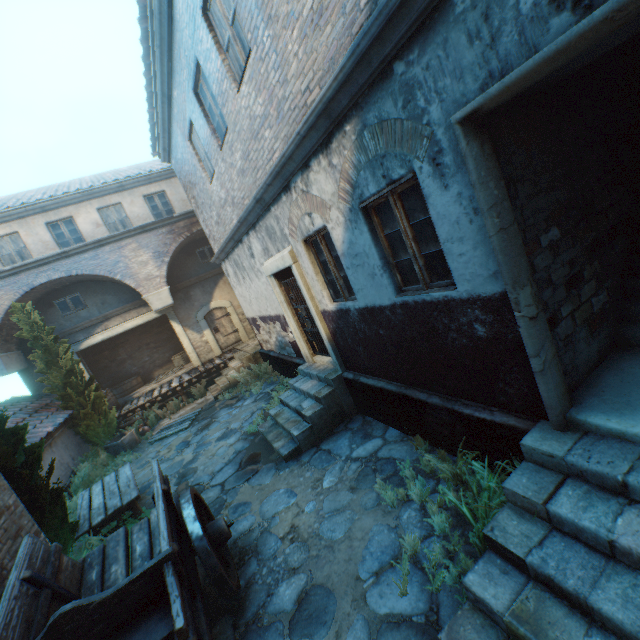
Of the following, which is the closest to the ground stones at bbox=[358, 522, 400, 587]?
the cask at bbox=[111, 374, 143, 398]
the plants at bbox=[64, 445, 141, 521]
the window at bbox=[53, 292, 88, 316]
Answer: the plants at bbox=[64, 445, 141, 521]

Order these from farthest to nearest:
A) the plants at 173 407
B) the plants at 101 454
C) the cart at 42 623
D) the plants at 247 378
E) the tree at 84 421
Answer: the plants at 173 407, the tree at 84 421, the plants at 247 378, the plants at 101 454, the cart at 42 623

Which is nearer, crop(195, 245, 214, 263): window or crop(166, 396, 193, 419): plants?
crop(166, 396, 193, 419): plants

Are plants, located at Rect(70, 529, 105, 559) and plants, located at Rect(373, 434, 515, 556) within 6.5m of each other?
yes

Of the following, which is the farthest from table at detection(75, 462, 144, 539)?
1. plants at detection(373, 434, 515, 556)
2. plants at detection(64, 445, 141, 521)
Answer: plants at detection(373, 434, 515, 556)

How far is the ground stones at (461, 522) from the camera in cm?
332

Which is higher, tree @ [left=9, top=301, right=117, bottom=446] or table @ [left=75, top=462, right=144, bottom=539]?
tree @ [left=9, top=301, right=117, bottom=446]

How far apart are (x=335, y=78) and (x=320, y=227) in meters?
2.2 m
